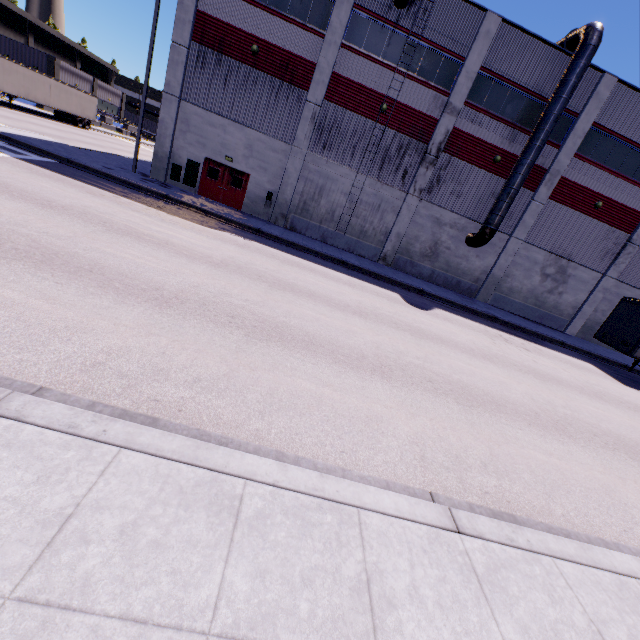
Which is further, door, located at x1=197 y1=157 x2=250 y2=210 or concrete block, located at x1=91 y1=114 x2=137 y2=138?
concrete block, located at x1=91 y1=114 x2=137 y2=138

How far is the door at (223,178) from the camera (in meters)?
20.67

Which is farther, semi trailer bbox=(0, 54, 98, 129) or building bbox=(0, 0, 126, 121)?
building bbox=(0, 0, 126, 121)

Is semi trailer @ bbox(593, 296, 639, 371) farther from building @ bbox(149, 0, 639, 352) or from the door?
the door

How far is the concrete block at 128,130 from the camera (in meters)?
50.23

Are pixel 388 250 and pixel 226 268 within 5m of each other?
no

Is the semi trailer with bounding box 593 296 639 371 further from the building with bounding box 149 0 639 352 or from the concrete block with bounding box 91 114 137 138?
the concrete block with bounding box 91 114 137 138

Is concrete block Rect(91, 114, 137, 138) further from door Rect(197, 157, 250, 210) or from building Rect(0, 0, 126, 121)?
door Rect(197, 157, 250, 210)
